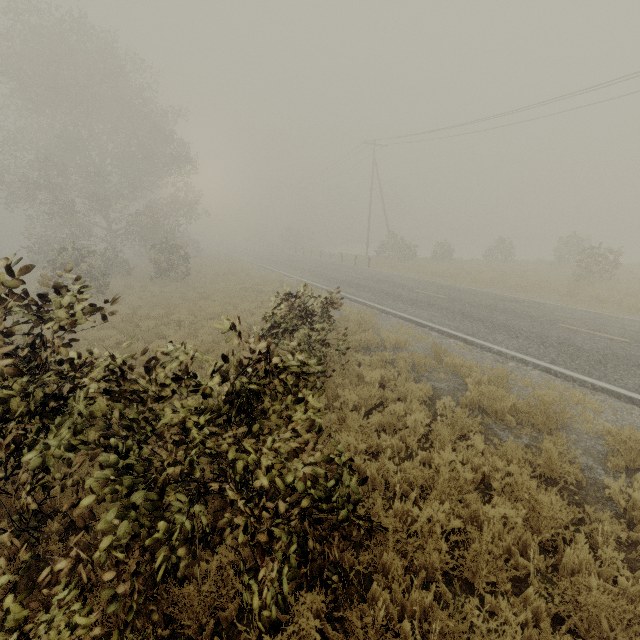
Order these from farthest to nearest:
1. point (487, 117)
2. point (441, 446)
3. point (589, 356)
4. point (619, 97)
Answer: point (487, 117), point (619, 97), point (589, 356), point (441, 446)
